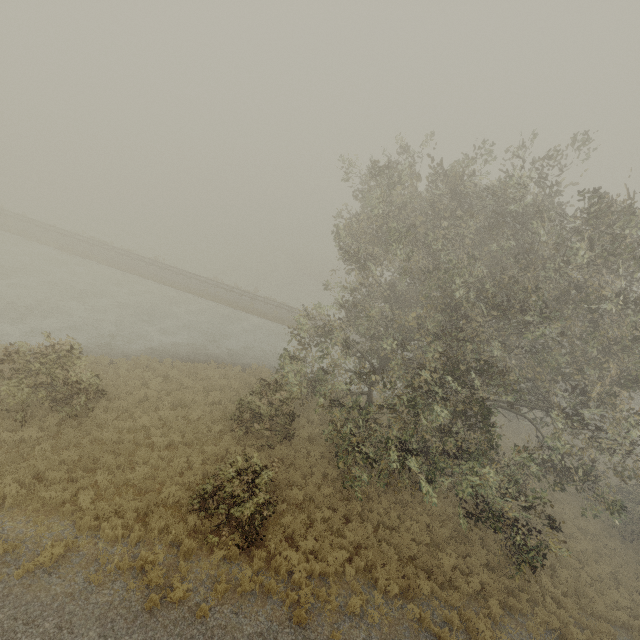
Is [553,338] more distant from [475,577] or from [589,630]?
[589,630]
